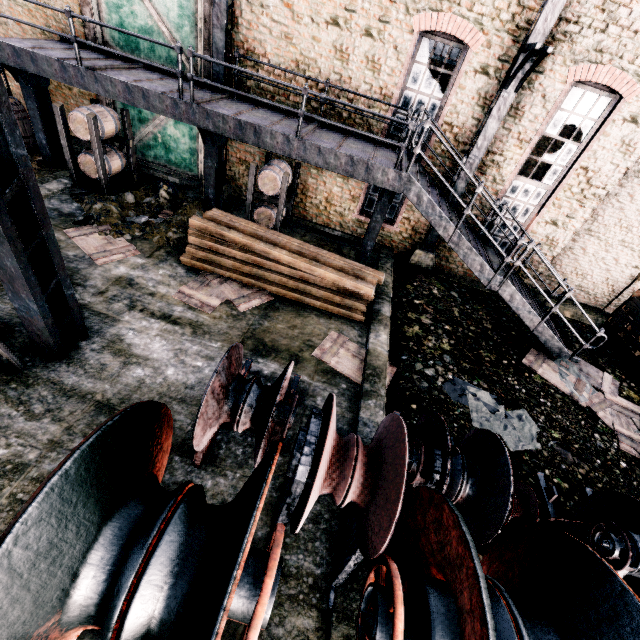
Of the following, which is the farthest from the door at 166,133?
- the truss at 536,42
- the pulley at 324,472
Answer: the pulley at 324,472

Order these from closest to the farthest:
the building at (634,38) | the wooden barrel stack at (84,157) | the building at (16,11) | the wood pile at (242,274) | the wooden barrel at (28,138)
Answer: the building at (634,38) → the wood pile at (242,274) → the wooden barrel stack at (84,157) → the building at (16,11) → the wooden barrel at (28,138)

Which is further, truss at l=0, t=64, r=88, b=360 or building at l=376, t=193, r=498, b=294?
building at l=376, t=193, r=498, b=294

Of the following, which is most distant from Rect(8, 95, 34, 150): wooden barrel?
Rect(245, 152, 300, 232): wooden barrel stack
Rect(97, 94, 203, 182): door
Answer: Rect(245, 152, 300, 232): wooden barrel stack

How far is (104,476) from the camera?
2.9 meters

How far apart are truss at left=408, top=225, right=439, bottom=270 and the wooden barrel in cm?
1481

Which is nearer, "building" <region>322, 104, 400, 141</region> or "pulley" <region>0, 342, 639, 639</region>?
"pulley" <region>0, 342, 639, 639</region>

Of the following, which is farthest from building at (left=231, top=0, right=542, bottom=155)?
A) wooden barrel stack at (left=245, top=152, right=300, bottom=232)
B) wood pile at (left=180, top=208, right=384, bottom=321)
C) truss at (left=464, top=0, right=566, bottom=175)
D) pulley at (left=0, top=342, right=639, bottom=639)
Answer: pulley at (left=0, top=342, right=639, bottom=639)
